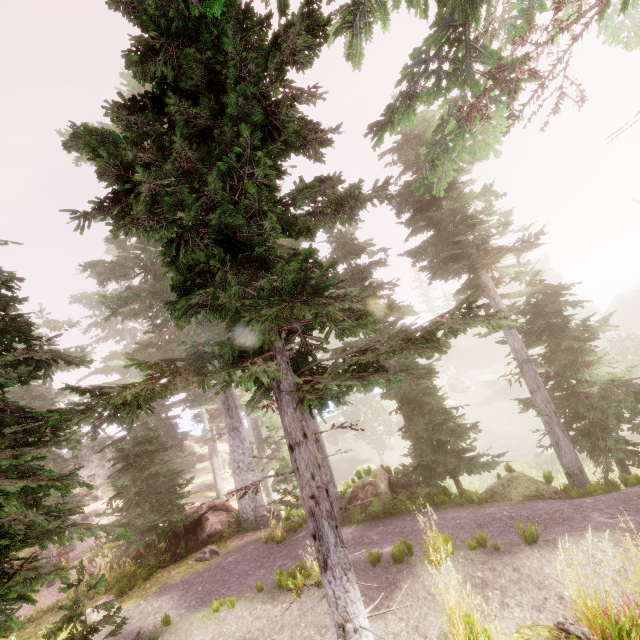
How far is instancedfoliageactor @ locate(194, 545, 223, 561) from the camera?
11.1 meters

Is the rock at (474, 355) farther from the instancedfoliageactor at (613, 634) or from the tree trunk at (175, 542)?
the tree trunk at (175, 542)

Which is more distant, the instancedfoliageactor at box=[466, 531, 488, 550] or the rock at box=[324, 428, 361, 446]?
the rock at box=[324, 428, 361, 446]

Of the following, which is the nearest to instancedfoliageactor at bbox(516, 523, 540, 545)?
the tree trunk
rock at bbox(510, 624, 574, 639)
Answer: rock at bbox(510, 624, 574, 639)

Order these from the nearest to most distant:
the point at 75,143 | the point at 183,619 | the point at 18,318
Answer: the point at 75,143
the point at 18,318
the point at 183,619

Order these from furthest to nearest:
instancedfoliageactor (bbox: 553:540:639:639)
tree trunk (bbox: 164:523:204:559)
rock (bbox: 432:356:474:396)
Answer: rock (bbox: 432:356:474:396), tree trunk (bbox: 164:523:204:559), instancedfoliageactor (bbox: 553:540:639:639)

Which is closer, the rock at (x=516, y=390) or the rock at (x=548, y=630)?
the rock at (x=548, y=630)

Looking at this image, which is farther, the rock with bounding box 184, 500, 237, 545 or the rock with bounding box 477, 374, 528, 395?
the rock with bounding box 477, 374, 528, 395
